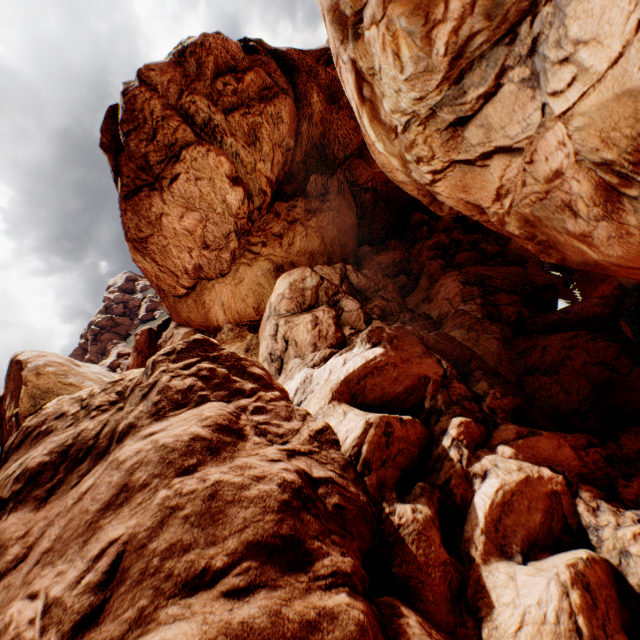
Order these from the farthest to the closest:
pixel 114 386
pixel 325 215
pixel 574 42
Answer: pixel 325 215, pixel 114 386, pixel 574 42
